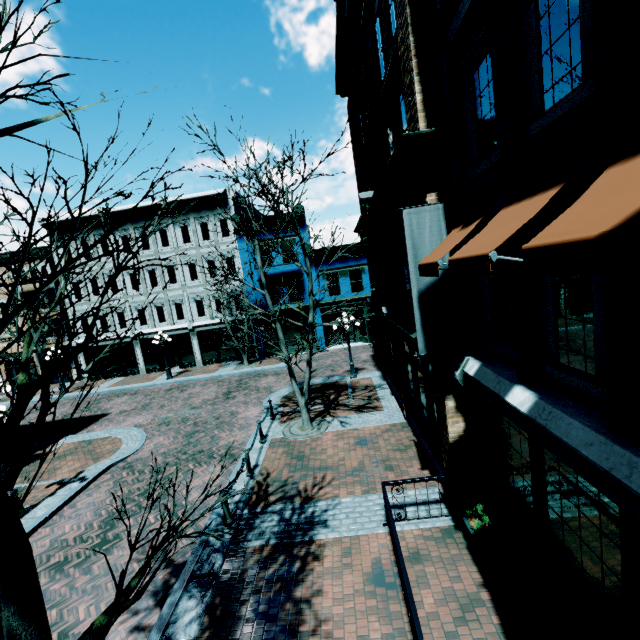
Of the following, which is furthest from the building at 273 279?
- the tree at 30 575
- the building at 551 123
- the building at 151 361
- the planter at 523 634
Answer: the tree at 30 575

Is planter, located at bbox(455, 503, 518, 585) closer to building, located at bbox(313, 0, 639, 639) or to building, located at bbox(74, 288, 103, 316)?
building, located at bbox(313, 0, 639, 639)

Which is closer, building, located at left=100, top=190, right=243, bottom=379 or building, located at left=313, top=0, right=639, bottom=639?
building, located at left=313, top=0, right=639, bottom=639

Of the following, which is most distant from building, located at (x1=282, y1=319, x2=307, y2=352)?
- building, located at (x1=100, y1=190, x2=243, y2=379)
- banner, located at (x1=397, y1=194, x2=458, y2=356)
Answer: banner, located at (x1=397, y1=194, x2=458, y2=356)

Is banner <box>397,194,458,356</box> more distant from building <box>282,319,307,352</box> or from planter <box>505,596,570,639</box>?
building <box>282,319,307,352</box>

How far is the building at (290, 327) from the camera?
25.8m

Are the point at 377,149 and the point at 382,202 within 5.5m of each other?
yes

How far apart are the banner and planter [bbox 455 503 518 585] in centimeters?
346cm
